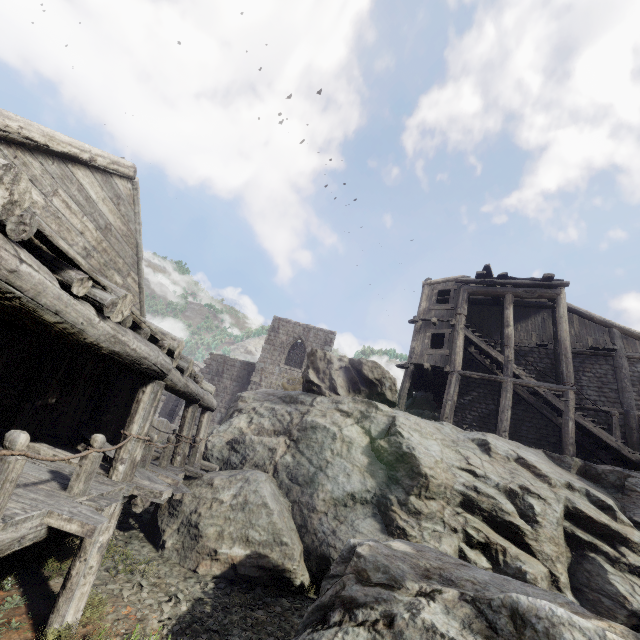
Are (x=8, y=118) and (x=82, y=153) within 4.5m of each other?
yes

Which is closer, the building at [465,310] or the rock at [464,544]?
the rock at [464,544]

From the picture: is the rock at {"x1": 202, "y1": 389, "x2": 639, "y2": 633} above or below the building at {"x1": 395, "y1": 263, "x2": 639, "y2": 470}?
below

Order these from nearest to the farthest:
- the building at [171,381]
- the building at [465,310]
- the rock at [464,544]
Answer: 1. the building at [171,381]
2. the rock at [464,544]
3. the building at [465,310]

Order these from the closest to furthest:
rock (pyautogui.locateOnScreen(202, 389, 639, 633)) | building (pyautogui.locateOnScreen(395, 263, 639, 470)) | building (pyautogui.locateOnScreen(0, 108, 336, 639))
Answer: building (pyautogui.locateOnScreen(0, 108, 336, 639)), rock (pyautogui.locateOnScreen(202, 389, 639, 633)), building (pyautogui.locateOnScreen(395, 263, 639, 470))

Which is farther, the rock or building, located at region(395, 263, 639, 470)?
building, located at region(395, 263, 639, 470)

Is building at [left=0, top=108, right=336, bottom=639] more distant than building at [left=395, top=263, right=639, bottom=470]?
No
